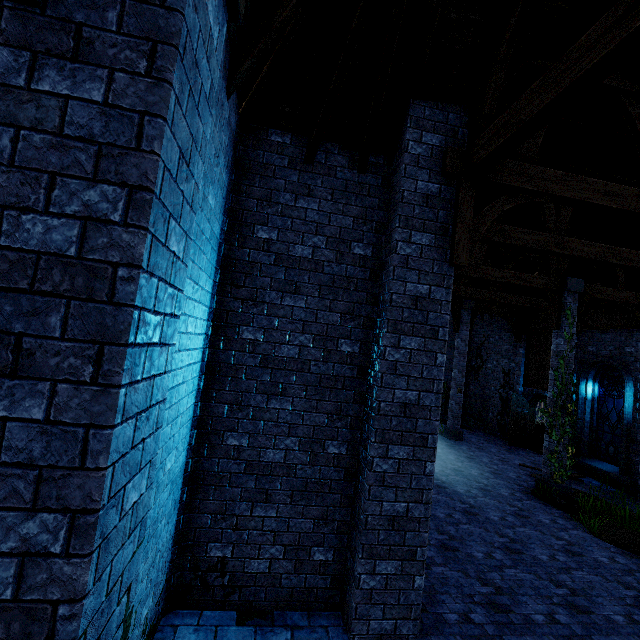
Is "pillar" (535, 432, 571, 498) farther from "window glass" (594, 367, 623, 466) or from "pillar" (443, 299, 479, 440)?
"pillar" (443, 299, 479, 440)

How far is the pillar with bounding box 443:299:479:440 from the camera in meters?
16.0 m

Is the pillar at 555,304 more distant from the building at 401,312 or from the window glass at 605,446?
the window glass at 605,446

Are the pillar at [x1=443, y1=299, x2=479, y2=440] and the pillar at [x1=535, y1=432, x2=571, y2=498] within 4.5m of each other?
no

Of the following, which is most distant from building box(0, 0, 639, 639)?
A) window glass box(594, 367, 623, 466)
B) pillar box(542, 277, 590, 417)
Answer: window glass box(594, 367, 623, 466)

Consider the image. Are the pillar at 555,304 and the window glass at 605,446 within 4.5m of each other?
yes

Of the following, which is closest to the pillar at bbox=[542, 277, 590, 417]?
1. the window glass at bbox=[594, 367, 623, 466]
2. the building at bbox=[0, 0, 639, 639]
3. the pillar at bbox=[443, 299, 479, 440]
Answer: the building at bbox=[0, 0, 639, 639]

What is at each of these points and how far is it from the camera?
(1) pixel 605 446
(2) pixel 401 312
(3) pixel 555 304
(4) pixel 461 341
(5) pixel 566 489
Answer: (1) window glass, 12.6 meters
(2) building, 4.6 meters
(3) pillar, 10.6 meters
(4) pillar, 16.3 meters
(5) pillar, 10.0 meters
